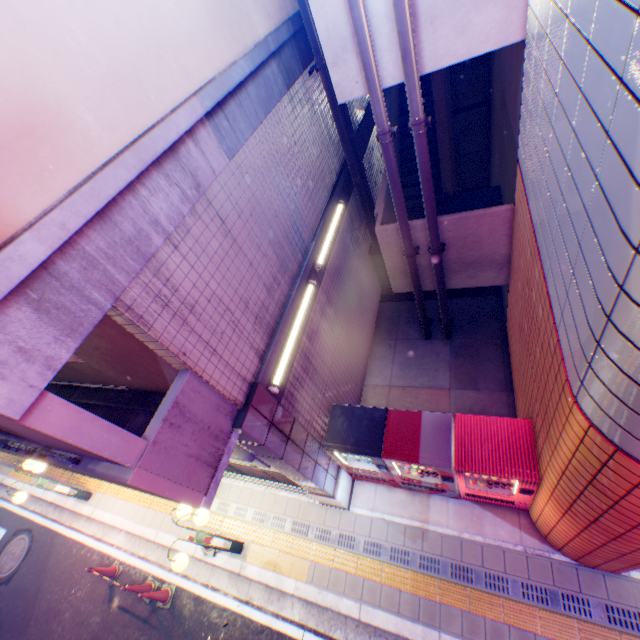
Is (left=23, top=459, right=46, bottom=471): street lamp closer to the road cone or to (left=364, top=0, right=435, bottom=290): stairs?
the road cone

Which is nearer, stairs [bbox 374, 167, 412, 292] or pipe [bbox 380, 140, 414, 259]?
pipe [bbox 380, 140, 414, 259]

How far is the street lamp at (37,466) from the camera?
8.41m

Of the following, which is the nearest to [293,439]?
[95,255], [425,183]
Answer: [95,255]

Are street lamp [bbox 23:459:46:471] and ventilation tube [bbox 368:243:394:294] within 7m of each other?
no

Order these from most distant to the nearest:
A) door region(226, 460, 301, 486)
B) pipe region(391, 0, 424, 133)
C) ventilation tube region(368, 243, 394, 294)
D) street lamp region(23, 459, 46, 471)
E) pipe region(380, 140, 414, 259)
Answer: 1. ventilation tube region(368, 243, 394, 294)
2. street lamp region(23, 459, 46, 471)
3. door region(226, 460, 301, 486)
4. pipe region(380, 140, 414, 259)
5. pipe region(391, 0, 424, 133)

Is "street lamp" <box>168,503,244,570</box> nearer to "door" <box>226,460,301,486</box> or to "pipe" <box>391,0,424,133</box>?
"door" <box>226,460,301,486</box>

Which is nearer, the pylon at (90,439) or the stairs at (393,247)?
the pylon at (90,439)
